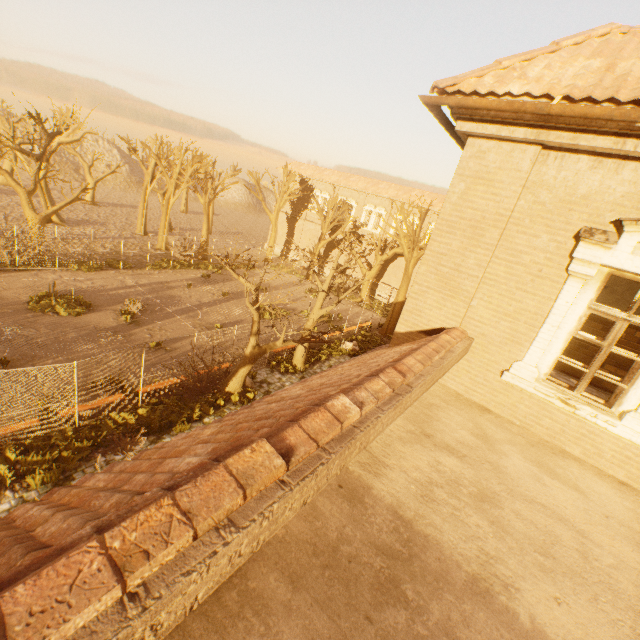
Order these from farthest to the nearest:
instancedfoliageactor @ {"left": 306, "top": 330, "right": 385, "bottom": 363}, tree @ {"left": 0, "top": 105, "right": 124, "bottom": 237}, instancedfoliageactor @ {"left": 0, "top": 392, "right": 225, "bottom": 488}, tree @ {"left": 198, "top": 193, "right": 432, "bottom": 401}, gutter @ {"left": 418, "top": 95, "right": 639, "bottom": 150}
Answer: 1. tree @ {"left": 0, "top": 105, "right": 124, "bottom": 237}
2. instancedfoliageactor @ {"left": 306, "top": 330, "right": 385, "bottom": 363}
3. tree @ {"left": 198, "top": 193, "right": 432, "bottom": 401}
4. instancedfoliageactor @ {"left": 0, "top": 392, "right": 225, "bottom": 488}
5. gutter @ {"left": 418, "top": 95, "right": 639, "bottom": 150}

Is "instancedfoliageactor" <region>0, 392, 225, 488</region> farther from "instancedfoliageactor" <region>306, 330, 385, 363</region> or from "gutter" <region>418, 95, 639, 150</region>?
"gutter" <region>418, 95, 639, 150</region>

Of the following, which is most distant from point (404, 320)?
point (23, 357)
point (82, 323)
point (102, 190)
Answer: point (102, 190)

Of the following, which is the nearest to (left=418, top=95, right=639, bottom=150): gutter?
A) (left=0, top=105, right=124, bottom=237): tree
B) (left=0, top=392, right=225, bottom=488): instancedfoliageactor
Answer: (left=0, top=105, right=124, bottom=237): tree

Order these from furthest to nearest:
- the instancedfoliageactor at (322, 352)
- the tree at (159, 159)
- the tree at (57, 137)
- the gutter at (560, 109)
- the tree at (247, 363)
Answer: the tree at (159, 159) < the tree at (57, 137) < the instancedfoliageactor at (322, 352) < the tree at (247, 363) < the gutter at (560, 109)

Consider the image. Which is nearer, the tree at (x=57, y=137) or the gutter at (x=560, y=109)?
the gutter at (x=560, y=109)

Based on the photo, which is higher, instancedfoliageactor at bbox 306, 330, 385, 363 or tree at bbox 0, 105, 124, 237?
tree at bbox 0, 105, 124, 237

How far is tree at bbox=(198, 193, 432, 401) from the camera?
12.95m
